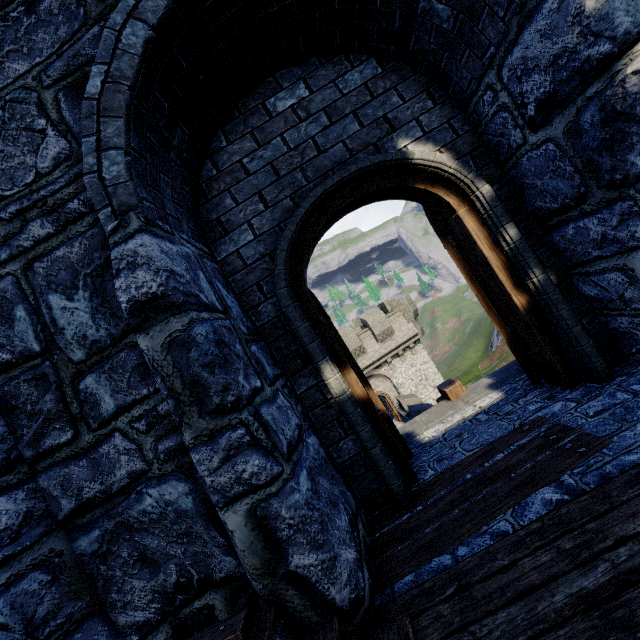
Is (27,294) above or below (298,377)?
above

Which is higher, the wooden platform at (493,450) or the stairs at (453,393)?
the stairs at (453,393)

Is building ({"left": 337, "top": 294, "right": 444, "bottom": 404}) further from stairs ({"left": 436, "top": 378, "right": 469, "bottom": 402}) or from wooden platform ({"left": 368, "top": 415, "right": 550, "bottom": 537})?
wooden platform ({"left": 368, "top": 415, "right": 550, "bottom": 537})

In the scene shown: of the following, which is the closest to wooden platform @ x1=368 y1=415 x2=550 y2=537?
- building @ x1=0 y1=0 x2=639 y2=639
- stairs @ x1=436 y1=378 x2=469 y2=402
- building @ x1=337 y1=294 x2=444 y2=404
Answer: building @ x1=0 y1=0 x2=639 y2=639

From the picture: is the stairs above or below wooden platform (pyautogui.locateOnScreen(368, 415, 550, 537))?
above

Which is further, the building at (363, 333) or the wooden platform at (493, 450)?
the building at (363, 333)

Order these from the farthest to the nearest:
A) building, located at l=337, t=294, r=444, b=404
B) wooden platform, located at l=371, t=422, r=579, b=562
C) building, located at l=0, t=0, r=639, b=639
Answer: building, located at l=337, t=294, r=444, b=404
wooden platform, located at l=371, t=422, r=579, b=562
building, located at l=0, t=0, r=639, b=639
